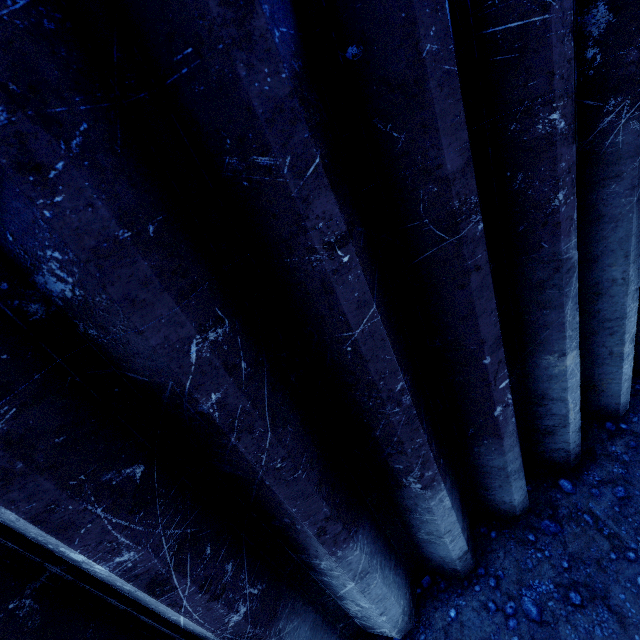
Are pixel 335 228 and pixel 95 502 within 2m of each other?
yes
